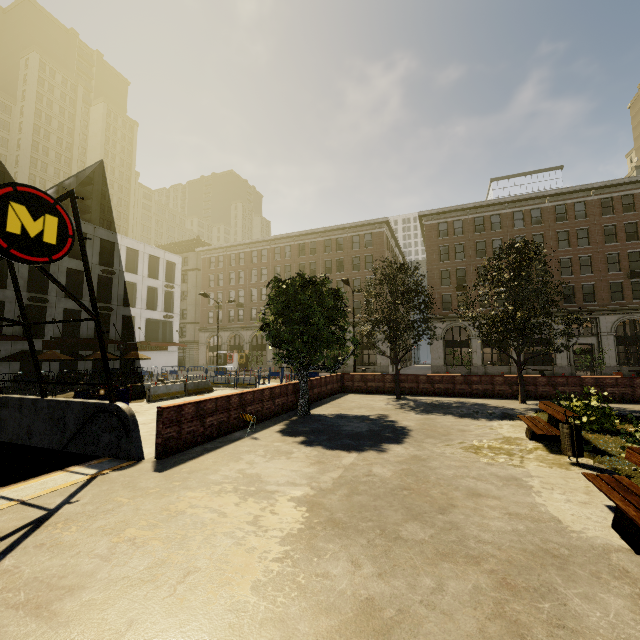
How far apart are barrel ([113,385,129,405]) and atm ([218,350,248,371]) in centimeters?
3239cm

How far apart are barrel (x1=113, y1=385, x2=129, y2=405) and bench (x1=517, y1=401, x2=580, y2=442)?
15.0m

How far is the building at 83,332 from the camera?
28.7 meters

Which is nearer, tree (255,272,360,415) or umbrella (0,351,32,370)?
tree (255,272,360,415)

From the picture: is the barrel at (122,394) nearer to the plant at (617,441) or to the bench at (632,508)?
the bench at (632,508)

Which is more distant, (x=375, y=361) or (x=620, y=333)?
(x=620, y=333)
